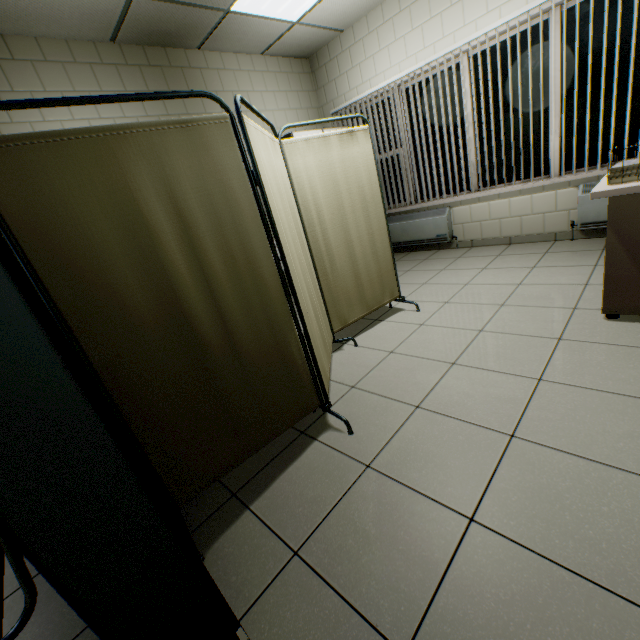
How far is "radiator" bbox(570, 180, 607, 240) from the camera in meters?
3.5 m

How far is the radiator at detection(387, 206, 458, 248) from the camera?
4.7m

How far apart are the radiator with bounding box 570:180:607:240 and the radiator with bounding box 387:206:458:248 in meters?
1.5 m

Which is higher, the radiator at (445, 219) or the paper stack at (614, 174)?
the paper stack at (614, 174)

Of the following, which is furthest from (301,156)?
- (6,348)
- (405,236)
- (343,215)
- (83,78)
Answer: (405,236)

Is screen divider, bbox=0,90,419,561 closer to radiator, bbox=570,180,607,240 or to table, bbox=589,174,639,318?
table, bbox=589,174,639,318

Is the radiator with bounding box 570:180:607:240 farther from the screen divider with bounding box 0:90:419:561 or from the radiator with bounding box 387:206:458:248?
the screen divider with bounding box 0:90:419:561

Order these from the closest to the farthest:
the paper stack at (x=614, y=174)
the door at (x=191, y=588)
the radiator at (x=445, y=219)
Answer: the door at (x=191, y=588) → the paper stack at (x=614, y=174) → the radiator at (x=445, y=219)
